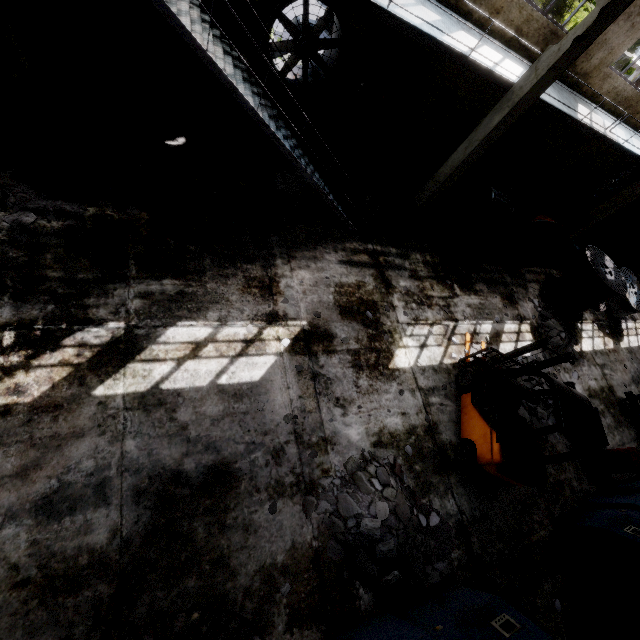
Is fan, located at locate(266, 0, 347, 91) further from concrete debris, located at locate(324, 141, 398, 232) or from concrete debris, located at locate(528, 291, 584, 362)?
concrete debris, located at locate(528, 291, 584, 362)

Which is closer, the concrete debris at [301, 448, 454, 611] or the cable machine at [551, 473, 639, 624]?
the concrete debris at [301, 448, 454, 611]

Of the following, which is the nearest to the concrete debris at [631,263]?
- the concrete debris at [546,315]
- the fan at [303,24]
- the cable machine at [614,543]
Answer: the concrete debris at [546,315]

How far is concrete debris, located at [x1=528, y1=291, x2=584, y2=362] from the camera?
11.0 meters

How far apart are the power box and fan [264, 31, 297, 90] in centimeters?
52cm

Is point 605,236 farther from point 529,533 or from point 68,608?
point 68,608

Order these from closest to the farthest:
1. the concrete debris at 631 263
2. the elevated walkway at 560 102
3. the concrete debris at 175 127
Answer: the concrete debris at 175 127 → the elevated walkway at 560 102 → the concrete debris at 631 263

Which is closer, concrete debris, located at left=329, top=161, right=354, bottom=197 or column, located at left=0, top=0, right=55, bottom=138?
column, located at left=0, top=0, right=55, bottom=138
